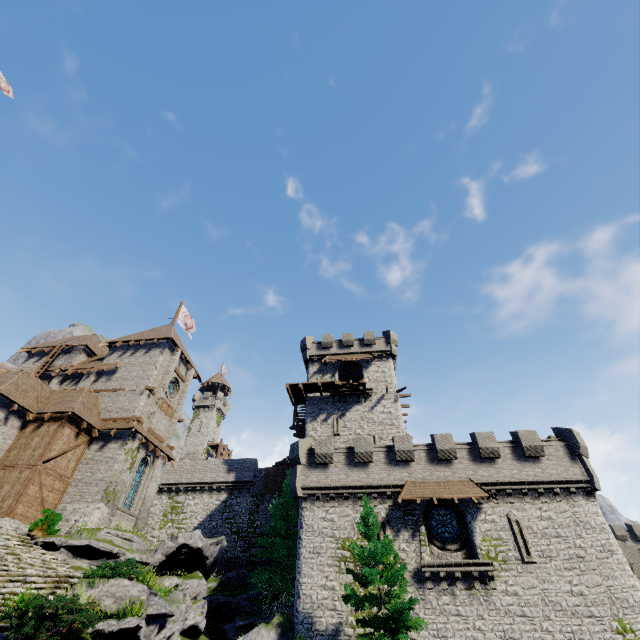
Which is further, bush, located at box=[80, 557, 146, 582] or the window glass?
the window glass

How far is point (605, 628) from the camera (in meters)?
17.03

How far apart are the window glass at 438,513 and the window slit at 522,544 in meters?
2.8 m

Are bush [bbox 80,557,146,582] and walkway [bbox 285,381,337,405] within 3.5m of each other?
no

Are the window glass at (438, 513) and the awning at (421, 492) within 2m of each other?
yes

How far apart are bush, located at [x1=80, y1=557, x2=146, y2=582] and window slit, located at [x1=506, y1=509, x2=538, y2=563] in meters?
20.7 m

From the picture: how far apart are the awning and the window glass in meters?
1.4

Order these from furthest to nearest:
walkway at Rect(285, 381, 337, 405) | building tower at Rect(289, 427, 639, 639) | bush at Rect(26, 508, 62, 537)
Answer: walkway at Rect(285, 381, 337, 405) < bush at Rect(26, 508, 62, 537) < building tower at Rect(289, 427, 639, 639)
